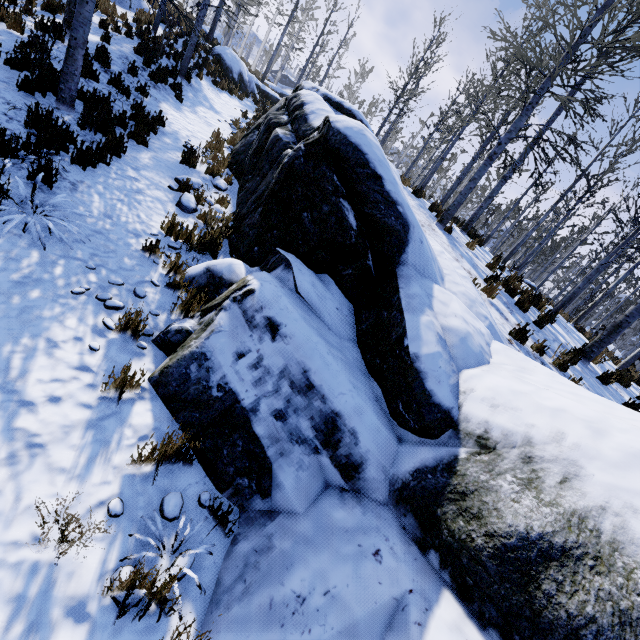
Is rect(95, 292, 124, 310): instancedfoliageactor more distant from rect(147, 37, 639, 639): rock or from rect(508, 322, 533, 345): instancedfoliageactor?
rect(508, 322, 533, 345): instancedfoliageactor

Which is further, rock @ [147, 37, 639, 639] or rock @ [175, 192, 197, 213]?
rock @ [175, 192, 197, 213]

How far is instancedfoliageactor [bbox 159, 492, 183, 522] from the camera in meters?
2.4 m

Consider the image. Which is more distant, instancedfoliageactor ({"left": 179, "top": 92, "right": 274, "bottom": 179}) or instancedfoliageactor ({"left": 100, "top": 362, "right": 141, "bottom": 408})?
instancedfoliageactor ({"left": 179, "top": 92, "right": 274, "bottom": 179})

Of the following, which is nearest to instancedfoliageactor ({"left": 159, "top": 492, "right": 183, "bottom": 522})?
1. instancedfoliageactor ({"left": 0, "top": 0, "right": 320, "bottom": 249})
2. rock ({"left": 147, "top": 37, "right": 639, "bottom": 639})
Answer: rock ({"left": 147, "top": 37, "right": 639, "bottom": 639})

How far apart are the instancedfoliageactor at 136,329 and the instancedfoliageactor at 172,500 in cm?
106

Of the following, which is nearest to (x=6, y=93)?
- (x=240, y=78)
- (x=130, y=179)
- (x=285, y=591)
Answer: (x=130, y=179)

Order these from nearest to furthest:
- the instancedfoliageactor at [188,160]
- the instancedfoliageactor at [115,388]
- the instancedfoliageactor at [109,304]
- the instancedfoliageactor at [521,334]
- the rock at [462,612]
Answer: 1. the rock at [462,612]
2. the instancedfoliageactor at [115,388]
3. the instancedfoliageactor at [109,304]
4. the instancedfoliageactor at [521,334]
5. the instancedfoliageactor at [188,160]
